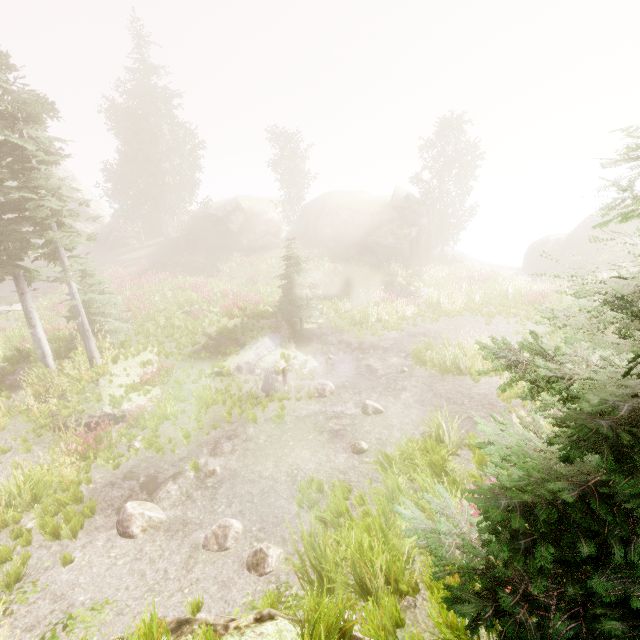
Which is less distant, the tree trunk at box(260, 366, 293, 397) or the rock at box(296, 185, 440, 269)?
the tree trunk at box(260, 366, 293, 397)

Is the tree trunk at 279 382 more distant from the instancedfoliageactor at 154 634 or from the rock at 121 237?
the rock at 121 237

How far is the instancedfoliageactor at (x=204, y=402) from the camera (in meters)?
10.55

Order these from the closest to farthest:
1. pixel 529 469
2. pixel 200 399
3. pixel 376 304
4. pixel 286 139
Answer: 1. pixel 529 469
2. pixel 200 399
3. pixel 376 304
4. pixel 286 139

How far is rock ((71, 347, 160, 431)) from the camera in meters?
10.7 m

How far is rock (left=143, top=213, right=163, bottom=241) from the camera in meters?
39.3

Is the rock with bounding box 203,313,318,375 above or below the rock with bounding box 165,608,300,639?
below

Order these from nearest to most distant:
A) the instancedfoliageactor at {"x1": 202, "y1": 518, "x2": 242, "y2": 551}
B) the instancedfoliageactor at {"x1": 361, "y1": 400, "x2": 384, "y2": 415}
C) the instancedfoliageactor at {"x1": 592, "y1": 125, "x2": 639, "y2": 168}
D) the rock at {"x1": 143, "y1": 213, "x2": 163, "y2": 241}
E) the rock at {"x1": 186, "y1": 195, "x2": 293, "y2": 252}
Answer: the instancedfoliageactor at {"x1": 592, "y1": 125, "x2": 639, "y2": 168} < the instancedfoliageactor at {"x1": 202, "y1": 518, "x2": 242, "y2": 551} < the instancedfoliageactor at {"x1": 361, "y1": 400, "x2": 384, "y2": 415} < the rock at {"x1": 186, "y1": 195, "x2": 293, "y2": 252} < the rock at {"x1": 143, "y1": 213, "x2": 163, "y2": 241}
